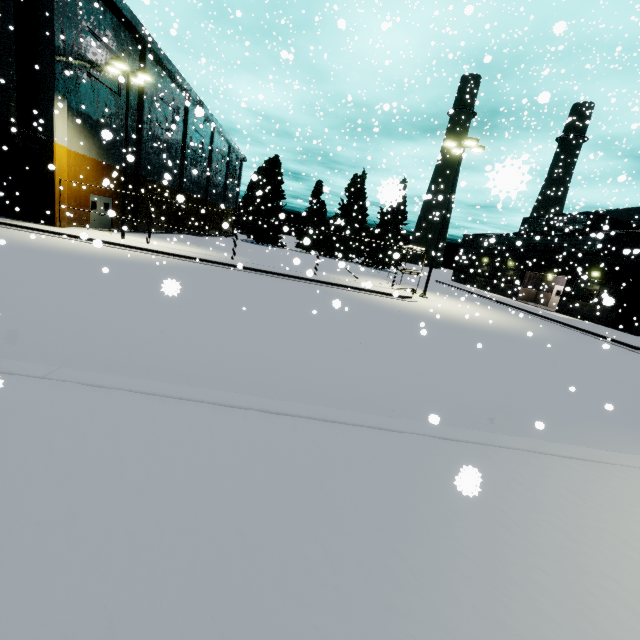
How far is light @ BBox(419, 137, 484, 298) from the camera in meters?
19.5

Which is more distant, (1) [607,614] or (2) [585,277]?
(2) [585,277]

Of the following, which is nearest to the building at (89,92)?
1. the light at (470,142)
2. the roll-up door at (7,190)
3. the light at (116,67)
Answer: the roll-up door at (7,190)

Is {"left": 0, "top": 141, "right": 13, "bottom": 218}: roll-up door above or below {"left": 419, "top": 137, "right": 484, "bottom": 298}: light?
below

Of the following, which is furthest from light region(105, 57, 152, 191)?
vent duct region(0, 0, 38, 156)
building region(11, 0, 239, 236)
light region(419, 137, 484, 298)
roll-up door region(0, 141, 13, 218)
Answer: light region(419, 137, 484, 298)

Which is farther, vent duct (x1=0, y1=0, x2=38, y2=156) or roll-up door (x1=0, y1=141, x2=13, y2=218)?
roll-up door (x1=0, y1=141, x2=13, y2=218)

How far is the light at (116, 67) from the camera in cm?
1788

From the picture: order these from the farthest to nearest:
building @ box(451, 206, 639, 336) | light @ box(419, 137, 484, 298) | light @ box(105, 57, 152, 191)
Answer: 1. building @ box(451, 206, 639, 336)
2. light @ box(419, 137, 484, 298)
3. light @ box(105, 57, 152, 191)
